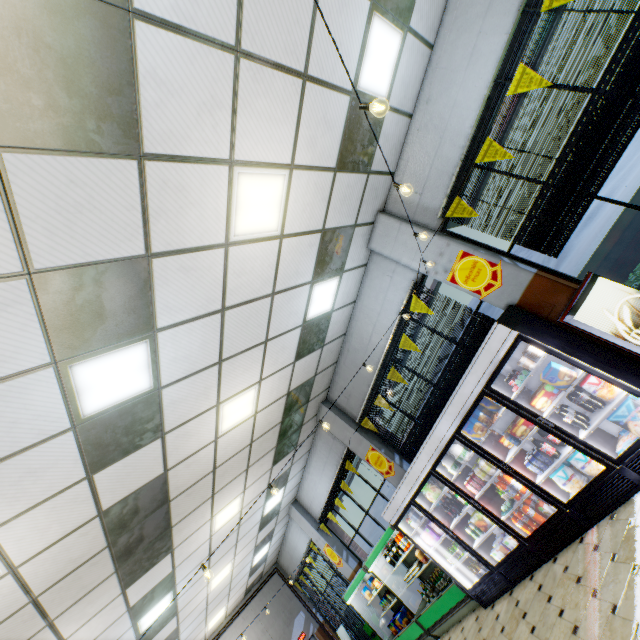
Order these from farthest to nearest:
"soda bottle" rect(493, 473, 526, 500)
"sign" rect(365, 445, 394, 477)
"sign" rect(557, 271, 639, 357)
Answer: "sign" rect(365, 445, 394, 477) < "soda bottle" rect(493, 473, 526, 500) < "sign" rect(557, 271, 639, 357)

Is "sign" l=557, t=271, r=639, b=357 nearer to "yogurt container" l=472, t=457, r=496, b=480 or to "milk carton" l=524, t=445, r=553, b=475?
"milk carton" l=524, t=445, r=553, b=475

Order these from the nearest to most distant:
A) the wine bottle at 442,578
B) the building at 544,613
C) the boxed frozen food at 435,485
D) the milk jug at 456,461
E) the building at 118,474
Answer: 1. the building at 118,474
2. the building at 544,613
3. the milk jug at 456,461
4. the boxed frozen food at 435,485
5. the wine bottle at 442,578

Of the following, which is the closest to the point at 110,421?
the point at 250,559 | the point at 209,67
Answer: the point at 209,67

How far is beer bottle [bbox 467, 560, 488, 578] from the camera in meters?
5.8 m

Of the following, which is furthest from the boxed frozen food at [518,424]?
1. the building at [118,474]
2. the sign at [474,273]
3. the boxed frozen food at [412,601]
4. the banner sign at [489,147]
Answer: the boxed frozen food at [412,601]

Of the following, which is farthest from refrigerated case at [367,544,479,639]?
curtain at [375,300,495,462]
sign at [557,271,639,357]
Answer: sign at [557,271,639,357]

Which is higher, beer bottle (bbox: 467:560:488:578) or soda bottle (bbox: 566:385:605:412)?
soda bottle (bbox: 566:385:605:412)
